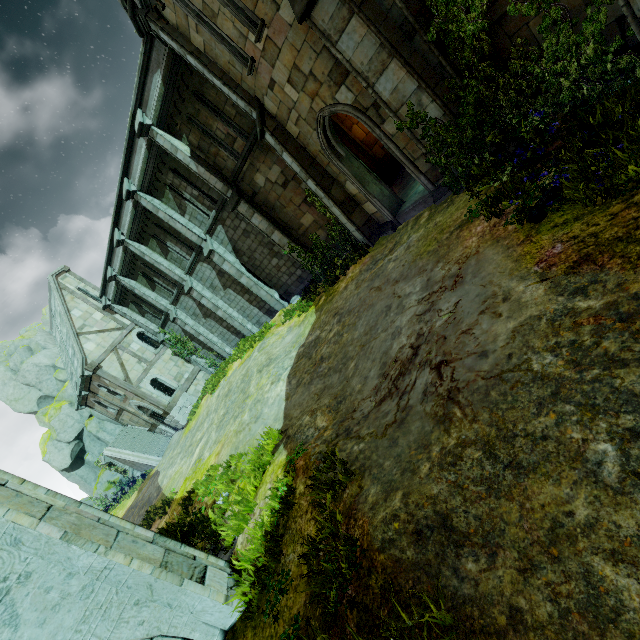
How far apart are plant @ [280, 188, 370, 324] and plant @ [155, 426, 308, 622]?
9.47m

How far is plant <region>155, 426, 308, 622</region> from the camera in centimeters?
429cm

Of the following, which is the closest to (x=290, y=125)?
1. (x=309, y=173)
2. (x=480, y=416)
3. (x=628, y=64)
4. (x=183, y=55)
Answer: (x=309, y=173)

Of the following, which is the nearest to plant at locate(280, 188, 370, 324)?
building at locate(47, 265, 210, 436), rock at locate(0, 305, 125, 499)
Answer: building at locate(47, 265, 210, 436)

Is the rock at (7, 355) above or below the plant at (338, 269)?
above

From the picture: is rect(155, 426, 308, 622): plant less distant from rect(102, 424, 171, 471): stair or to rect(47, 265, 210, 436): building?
rect(47, 265, 210, 436): building

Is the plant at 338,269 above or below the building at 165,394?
below

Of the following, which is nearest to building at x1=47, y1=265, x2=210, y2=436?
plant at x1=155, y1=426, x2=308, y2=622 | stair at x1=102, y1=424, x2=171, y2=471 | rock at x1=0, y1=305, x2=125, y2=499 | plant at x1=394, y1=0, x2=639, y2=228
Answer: stair at x1=102, y1=424, x2=171, y2=471
